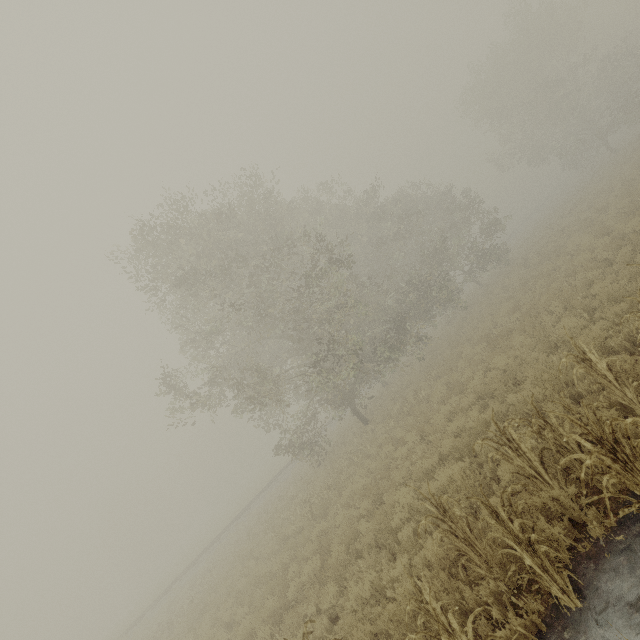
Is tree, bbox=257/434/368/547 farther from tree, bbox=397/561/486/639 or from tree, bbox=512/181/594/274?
tree, bbox=512/181/594/274

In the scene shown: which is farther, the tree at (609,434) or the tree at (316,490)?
the tree at (316,490)

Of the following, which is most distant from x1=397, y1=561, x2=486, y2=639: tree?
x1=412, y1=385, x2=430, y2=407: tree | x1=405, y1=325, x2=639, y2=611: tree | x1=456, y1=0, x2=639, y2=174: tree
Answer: x1=456, y1=0, x2=639, y2=174: tree

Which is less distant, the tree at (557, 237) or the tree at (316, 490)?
the tree at (316, 490)

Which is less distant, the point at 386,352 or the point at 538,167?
the point at 386,352

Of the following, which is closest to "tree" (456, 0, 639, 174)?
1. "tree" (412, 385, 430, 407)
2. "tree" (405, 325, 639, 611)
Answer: "tree" (405, 325, 639, 611)

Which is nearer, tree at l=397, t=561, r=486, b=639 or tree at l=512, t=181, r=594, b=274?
tree at l=397, t=561, r=486, b=639
